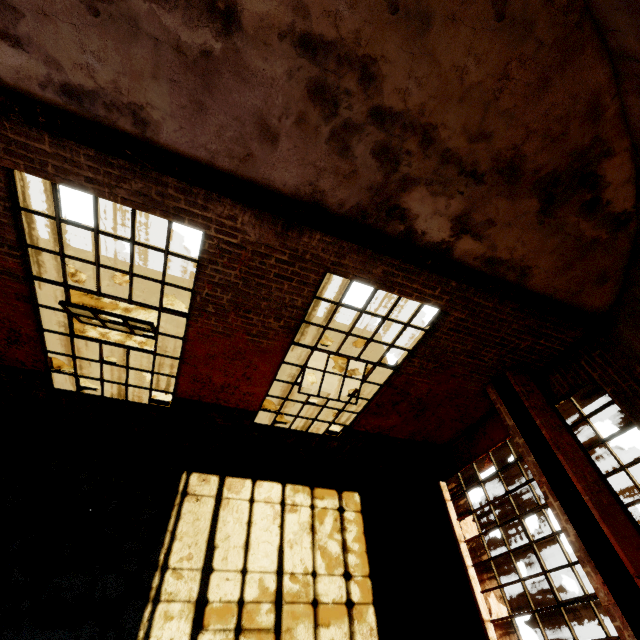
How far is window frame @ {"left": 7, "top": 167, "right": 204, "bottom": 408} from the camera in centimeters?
329cm

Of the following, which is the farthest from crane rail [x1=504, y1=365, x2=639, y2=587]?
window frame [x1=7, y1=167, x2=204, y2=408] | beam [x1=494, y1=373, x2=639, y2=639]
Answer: window frame [x1=7, y1=167, x2=204, y2=408]

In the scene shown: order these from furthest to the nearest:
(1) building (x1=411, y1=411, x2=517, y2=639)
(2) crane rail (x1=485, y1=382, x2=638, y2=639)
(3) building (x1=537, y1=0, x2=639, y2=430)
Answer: (1) building (x1=411, y1=411, x2=517, y2=639)
(2) crane rail (x1=485, y1=382, x2=638, y2=639)
(3) building (x1=537, y1=0, x2=639, y2=430)

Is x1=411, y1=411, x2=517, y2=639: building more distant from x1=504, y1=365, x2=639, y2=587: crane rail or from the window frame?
the window frame

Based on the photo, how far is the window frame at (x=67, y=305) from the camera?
3.3 meters

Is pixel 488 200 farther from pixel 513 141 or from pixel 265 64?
pixel 265 64

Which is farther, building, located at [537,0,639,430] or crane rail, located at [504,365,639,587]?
crane rail, located at [504,365,639,587]

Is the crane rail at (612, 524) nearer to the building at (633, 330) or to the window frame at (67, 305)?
the building at (633, 330)
